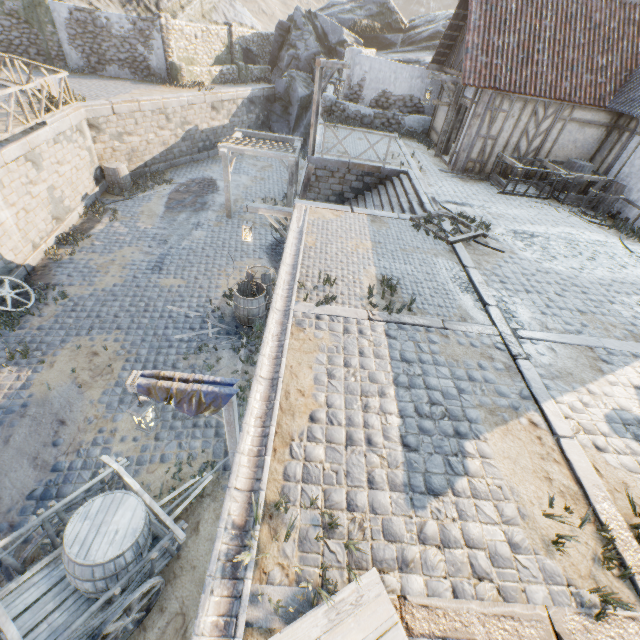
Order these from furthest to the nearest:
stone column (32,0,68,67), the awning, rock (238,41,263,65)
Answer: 1. rock (238,41,263,65)
2. stone column (32,0,68,67)
3. the awning

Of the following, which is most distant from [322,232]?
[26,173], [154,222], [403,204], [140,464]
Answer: [26,173]

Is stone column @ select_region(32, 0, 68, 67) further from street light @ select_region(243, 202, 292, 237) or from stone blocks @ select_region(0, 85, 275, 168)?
street light @ select_region(243, 202, 292, 237)

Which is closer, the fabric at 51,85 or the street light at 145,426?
the street light at 145,426

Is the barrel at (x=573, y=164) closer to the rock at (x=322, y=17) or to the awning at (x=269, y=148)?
the rock at (x=322, y=17)

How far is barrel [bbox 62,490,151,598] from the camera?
4.0m

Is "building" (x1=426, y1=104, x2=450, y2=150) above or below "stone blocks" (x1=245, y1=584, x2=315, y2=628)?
above

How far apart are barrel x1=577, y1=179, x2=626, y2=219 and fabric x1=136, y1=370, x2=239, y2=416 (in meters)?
13.46
